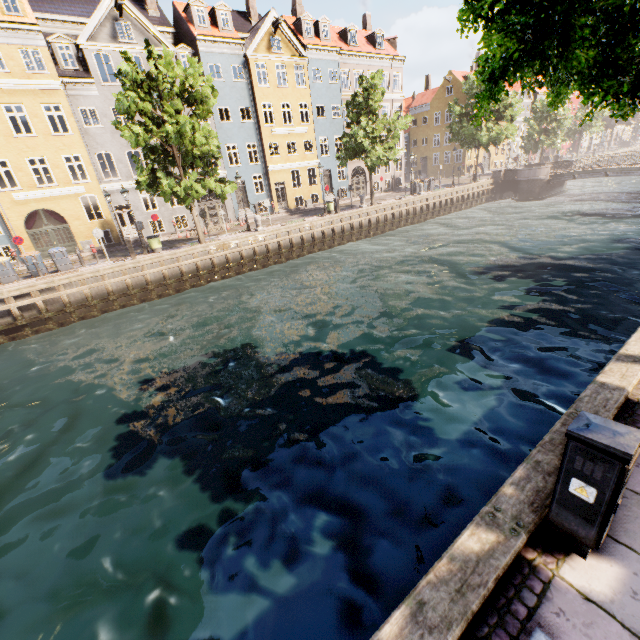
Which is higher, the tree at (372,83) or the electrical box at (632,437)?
the tree at (372,83)

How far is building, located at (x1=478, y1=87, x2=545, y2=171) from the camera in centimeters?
5238cm

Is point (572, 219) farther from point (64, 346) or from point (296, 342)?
point (64, 346)

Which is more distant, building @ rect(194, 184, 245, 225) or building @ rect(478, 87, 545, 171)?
building @ rect(478, 87, 545, 171)

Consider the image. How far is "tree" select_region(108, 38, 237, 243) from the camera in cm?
1631

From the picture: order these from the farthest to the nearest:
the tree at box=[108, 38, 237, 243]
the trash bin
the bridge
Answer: the bridge
the trash bin
the tree at box=[108, 38, 237, 243]

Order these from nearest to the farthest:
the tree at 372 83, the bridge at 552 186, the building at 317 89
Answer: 1. the building at 317 89
2. the tree at 372 83
3. the bridge at 552 186
